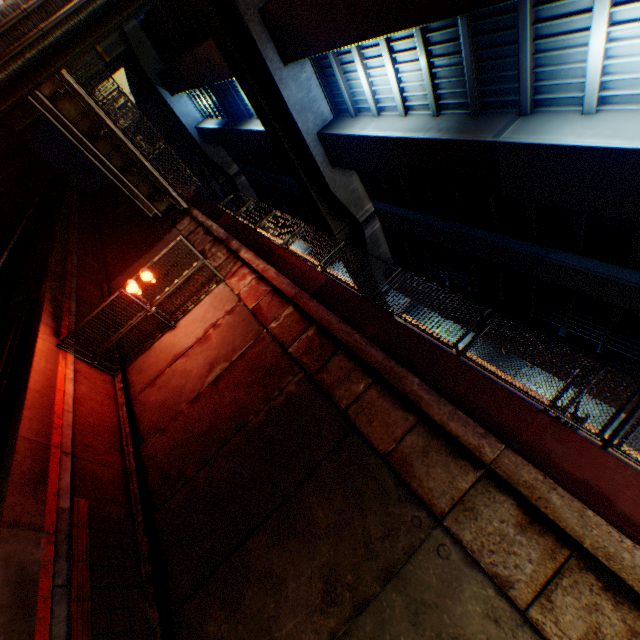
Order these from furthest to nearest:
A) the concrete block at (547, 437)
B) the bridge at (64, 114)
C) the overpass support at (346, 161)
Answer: the bridge at (64, 114), the overpass support at (346, 161), the concrete block at (547, 437)

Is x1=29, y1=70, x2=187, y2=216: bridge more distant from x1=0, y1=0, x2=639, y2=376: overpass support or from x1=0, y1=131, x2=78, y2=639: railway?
x1=0, y1=131, x2=78, y2=639: railway

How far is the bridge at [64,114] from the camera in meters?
14.6

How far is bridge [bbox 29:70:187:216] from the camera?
14.57m

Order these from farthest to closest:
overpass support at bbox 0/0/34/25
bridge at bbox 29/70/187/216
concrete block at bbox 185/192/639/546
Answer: bridge at bbox 29/70/187/216 → overpass support at bbox 0/0/34/25 → concrete block at bbox 185/192/639/546

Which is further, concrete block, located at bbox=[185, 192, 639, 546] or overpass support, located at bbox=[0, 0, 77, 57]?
overpass support, located at bbox=[0, 0, 77, 57]

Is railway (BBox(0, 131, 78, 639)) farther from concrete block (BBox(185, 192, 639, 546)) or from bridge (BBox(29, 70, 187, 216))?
concrete block (BBox(185, 192, 639, 546))

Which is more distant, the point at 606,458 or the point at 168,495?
the point at 168,495
